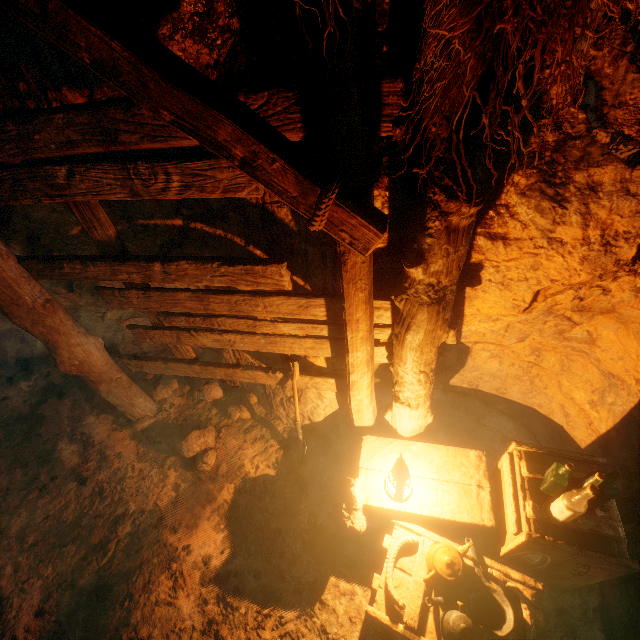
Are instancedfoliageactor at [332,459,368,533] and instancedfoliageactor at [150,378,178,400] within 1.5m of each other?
no

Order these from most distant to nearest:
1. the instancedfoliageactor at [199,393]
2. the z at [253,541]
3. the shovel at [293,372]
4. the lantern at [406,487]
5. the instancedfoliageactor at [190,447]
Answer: the instancedfoliageactor at [199,393] → the instancedfoliageactor at [190,447] → the shovel at [293,372] → the lantern at [406,487] → the z at [253,541]

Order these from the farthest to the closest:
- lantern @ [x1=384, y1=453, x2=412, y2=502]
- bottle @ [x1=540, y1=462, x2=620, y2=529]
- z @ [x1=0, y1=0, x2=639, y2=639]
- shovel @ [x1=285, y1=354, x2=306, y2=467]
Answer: shovel @ [x1=285, y1=354, x2=306, y2=467], lantern @ [x1=384, y1=453, x2=412, y2=502], bottle @ [x1=540, y1=462, x2=620, y2=529], z @ [x1=0, y1=0, x2=639, y2=639]

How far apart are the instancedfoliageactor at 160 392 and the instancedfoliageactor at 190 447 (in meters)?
0.76

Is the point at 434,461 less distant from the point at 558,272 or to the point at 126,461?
Answer: the point at 558,272

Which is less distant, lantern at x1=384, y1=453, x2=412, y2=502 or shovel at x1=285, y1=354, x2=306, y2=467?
lantern at x1=384, y1=453, x2=412, y2=502

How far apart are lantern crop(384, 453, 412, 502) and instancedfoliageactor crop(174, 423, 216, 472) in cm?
204

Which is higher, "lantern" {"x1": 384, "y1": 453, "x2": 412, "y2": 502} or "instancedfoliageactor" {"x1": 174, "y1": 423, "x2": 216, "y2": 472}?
"lantern" {"x1": 384, "y1": 453, "x2": 412, "y2": 502}
